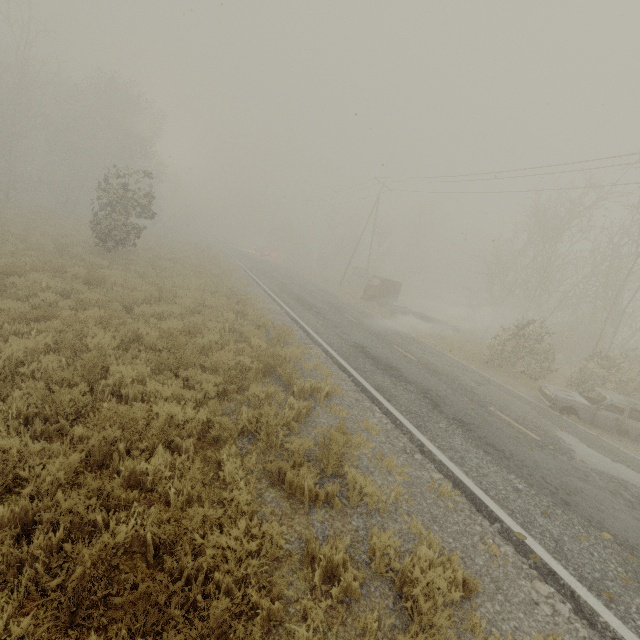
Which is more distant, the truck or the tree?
the tree

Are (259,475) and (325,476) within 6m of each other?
yes

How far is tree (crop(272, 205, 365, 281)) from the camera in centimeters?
4534cm

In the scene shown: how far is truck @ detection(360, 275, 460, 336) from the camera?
22.00m

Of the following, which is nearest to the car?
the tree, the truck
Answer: the truck

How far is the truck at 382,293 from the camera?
22.0m

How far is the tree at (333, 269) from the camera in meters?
45.3
